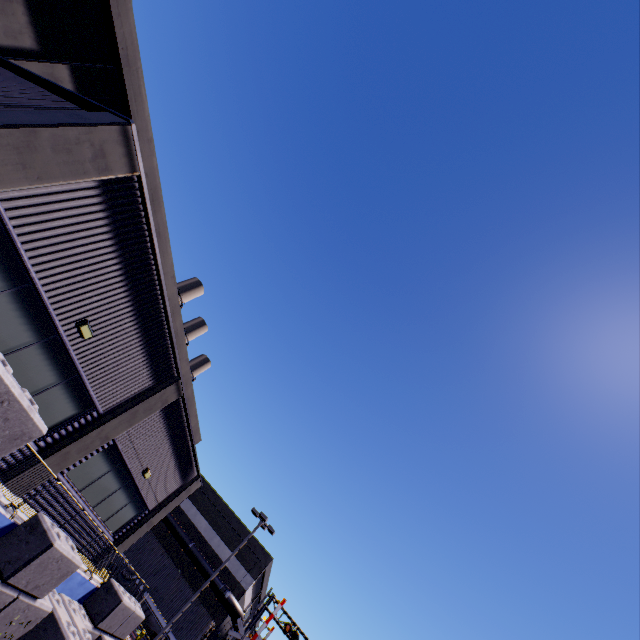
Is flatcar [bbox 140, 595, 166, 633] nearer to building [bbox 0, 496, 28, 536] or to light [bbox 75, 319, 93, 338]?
building [bbox 0, 496, 28, 536]

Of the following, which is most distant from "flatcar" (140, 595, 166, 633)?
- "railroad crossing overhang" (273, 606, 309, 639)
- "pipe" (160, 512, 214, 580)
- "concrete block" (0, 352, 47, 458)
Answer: "concrete block" (0, 352, 47, 458)

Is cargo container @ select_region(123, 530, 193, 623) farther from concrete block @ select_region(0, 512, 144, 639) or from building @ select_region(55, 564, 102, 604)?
concrete block @ select_region(0, 512, 144, 639)

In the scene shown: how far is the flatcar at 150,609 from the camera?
24.17m

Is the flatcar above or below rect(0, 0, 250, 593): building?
below

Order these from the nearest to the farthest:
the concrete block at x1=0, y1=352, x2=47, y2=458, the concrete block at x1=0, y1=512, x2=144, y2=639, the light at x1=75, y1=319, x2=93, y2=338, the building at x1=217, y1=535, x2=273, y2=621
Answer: the concrete block at x1=0, y1=352, x2=47, y2=458, the concrete block at x1=0, y1=512, x2=144, y2=639, the light at x1=75, y1=319, x2=93, y2=338, the building at x1=217, y1=535, x2=273, y2=621

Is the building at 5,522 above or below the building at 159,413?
below

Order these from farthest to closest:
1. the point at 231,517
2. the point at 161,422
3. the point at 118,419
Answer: the point at 231,517 → the point at 161,422 → the point at 118,419
